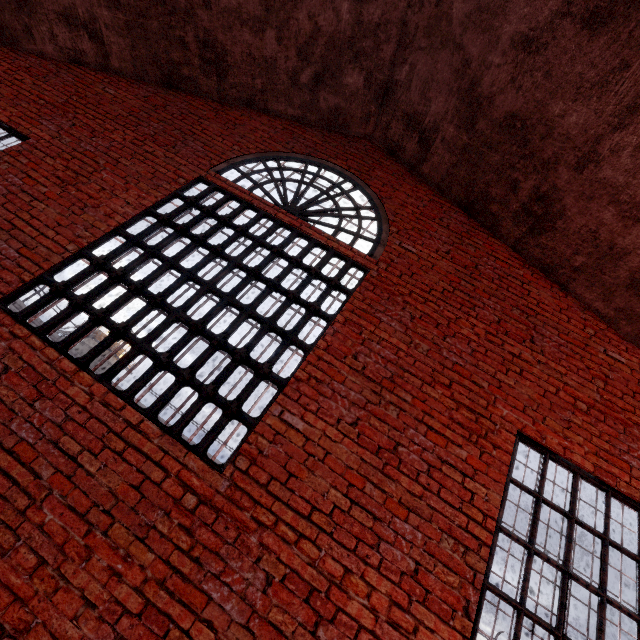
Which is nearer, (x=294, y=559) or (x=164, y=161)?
(x=294, y=559)

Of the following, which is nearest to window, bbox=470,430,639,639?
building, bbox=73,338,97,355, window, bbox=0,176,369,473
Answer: window, bbox=0,176,369,473

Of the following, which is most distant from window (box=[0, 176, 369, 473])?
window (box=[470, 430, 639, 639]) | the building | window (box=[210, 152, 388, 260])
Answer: the building

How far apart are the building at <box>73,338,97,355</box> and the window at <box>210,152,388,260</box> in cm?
4715

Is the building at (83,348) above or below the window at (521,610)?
above

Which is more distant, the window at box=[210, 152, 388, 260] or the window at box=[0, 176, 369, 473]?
the window at box=[210, 152, 388, 260]

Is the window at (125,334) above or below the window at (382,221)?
below

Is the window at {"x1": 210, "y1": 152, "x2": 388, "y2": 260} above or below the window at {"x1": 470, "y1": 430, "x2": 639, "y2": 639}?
above
